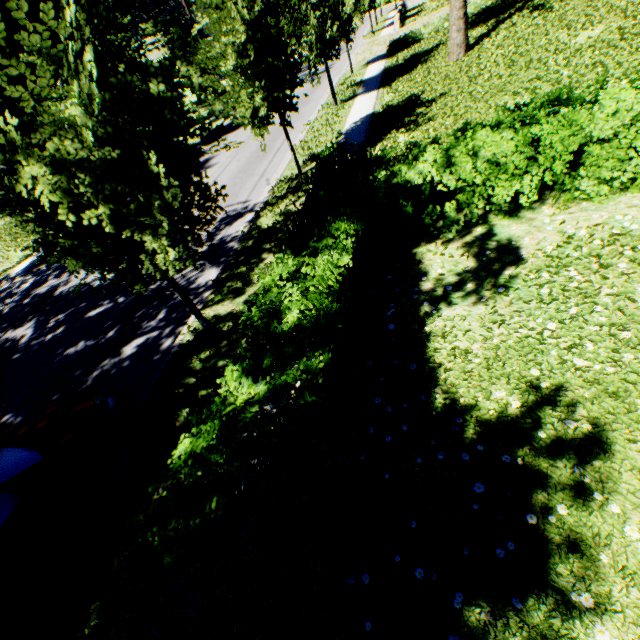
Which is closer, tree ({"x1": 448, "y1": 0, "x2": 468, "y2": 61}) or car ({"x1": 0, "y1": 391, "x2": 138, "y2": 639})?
car ({"x1": 0, "y1": 391, "x2": 138, "y2": 639})

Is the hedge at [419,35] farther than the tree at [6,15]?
Yes

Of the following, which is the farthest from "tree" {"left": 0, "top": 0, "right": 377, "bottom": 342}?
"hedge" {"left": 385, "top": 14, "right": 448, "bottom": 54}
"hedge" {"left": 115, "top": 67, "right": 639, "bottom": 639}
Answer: "hedge" {"left": 385, "top": 14, "right": 448, "bottom": 54}

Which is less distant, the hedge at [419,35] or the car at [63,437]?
the car at [63,437]

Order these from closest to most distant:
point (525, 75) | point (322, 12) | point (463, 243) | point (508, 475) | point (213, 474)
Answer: point (213, 474), point (508, 475), point (463, 243), point (525, 75), point (322, 12)

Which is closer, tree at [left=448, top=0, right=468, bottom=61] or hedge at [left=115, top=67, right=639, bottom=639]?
hedge at [left=115, top=67, right=639, bottom=639]

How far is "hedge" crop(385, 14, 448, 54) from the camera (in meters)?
20.52
